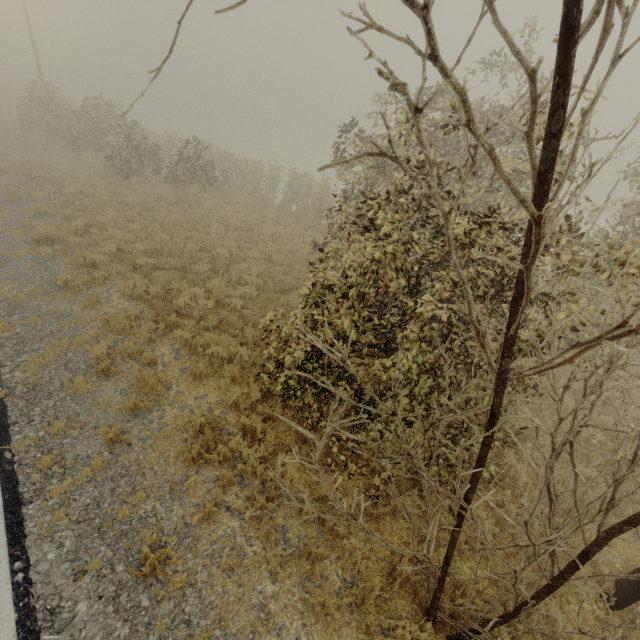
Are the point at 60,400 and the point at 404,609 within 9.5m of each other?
yes
